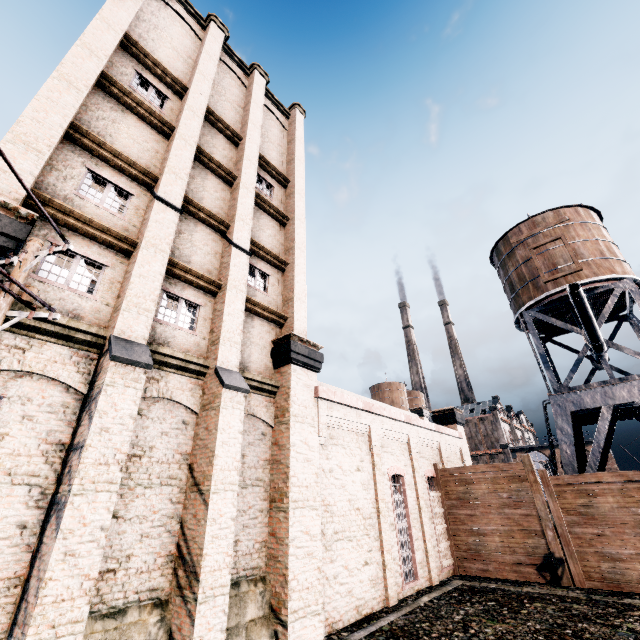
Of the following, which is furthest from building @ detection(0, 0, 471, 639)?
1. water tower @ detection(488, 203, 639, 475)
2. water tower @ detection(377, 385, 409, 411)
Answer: water tower @ detection(377, 385, 409, 411)

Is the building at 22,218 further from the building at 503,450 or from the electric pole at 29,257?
the building at 503,450

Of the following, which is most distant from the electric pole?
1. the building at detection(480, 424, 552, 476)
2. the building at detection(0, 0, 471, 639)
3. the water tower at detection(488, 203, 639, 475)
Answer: the building at detection(480, 424, 552, 476)

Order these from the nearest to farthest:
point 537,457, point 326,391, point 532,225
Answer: point 326,391 < point 532,225 < point 537,457

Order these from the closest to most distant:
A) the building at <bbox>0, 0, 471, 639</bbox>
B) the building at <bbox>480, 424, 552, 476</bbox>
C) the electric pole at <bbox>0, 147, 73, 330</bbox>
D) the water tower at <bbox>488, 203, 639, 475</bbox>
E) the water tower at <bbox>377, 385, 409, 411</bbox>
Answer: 1. the electric pole at <bbox>0, 147, 73, 330</bbox>
2. the building at <bbox>0, 0, 471, 639</bbox>
3. the water tower at <bbox>488, 203, 639, 475</bbox>
4. the building at <bbox>480, 424, 552, 476</bbox>
5. the water tower at <bbox>377, 385, 409, 411</bbox>

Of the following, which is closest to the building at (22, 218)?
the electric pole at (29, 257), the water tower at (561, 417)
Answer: the electric pole at (29, 257)

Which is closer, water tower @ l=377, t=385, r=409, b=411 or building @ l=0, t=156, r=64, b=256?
building @ l=0, t=156, r=64, b=256

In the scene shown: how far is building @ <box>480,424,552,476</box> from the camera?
55.2 meters
